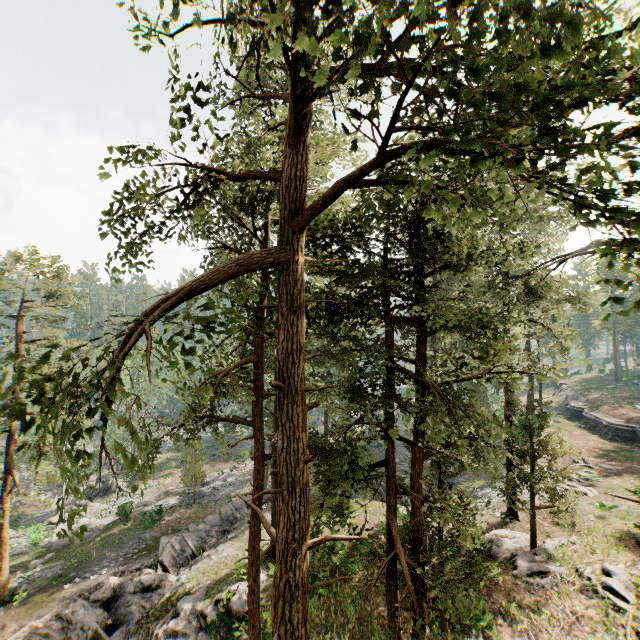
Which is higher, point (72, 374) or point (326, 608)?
point (72, 374)

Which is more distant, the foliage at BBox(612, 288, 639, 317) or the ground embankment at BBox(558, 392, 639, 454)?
the ground embankment at BBox(558, 392, 639, 454)

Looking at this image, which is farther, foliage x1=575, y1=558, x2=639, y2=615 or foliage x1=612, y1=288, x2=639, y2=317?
foliage x1=575, y1=558, x2=639, y2=615

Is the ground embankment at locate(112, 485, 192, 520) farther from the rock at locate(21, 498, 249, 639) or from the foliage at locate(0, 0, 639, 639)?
the rock at locate(21, 498, 249, 639)

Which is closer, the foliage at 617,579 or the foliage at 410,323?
the foliage at 410,323

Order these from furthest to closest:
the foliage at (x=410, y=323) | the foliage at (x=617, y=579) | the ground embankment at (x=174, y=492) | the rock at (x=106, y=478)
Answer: the rock at (x=106, y=478)
the ground embankment at (x=174, y=492)
the foliage at (x=617, y=579)
the foliage at (x=410, y=323)

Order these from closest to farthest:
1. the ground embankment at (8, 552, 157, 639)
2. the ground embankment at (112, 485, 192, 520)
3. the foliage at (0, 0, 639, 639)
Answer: the foliage at (0, 0, 639, 639) → the ground embankment at (8, 552, 157, 639) → the ground embankment at (112, 485, 192, 520)

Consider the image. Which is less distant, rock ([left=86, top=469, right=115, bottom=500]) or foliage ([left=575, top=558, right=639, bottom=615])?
foliage ([left=575, top=558, right=639, bottom=615])
